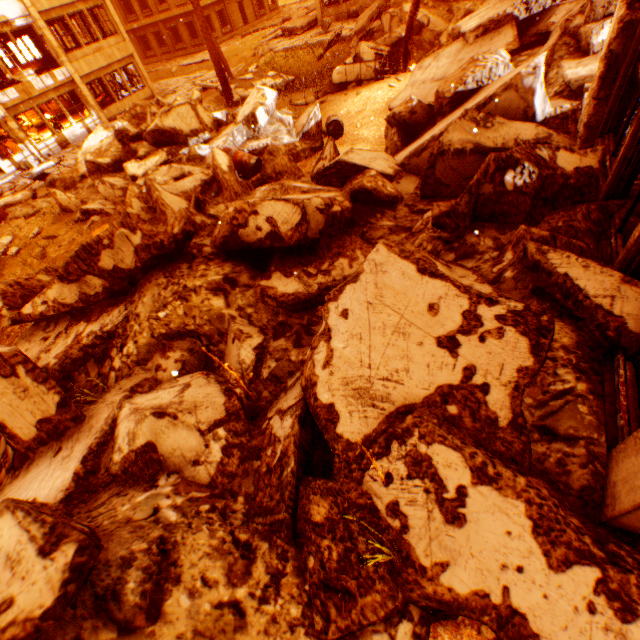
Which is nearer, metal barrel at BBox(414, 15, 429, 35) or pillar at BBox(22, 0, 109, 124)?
metal barrel at BBox(414, 15, 429, 35)

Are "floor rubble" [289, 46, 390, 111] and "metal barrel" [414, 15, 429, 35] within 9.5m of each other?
yes

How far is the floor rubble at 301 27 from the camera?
22.84m

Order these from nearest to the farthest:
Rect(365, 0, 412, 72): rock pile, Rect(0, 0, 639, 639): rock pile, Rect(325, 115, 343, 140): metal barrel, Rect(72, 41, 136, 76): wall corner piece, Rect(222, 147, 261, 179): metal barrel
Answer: Rect(0, 0, 639, 639): rock pile → Rect(222, 147, 261, 179): metal barrel → Rect(325, 115, 343, 140): metal barrel → Rect(365, 0, 412, 72): rock pile → Rect(72, 41, 136, 76): wall corner piece

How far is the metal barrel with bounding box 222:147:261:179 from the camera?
7.6m

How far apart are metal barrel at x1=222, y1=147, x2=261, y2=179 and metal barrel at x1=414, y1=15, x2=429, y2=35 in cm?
1279

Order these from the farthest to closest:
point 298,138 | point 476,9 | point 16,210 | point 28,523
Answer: point 476,9 → point 16,210 → point 298,138 → point 28,523

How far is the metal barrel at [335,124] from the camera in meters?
9.5
